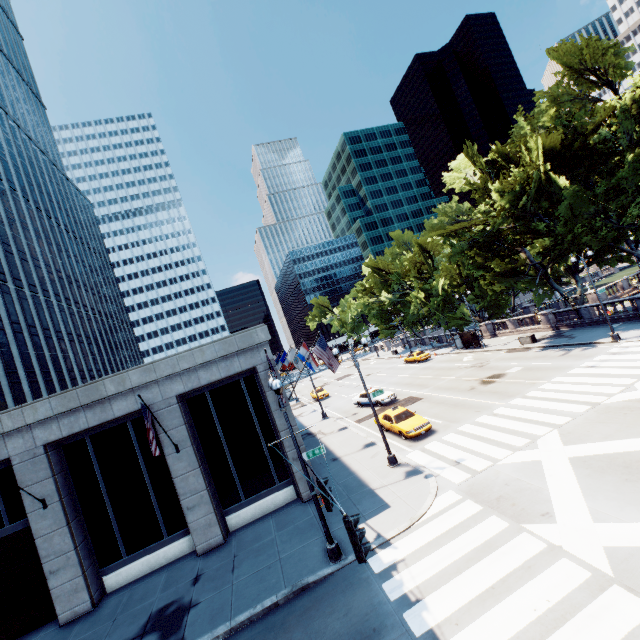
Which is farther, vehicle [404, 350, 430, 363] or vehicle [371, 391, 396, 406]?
vehicle [404, 350, 430, 363]

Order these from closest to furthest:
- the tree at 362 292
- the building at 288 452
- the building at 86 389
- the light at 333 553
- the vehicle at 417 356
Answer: the light at 333 553, the building at 86 389, the building at 288 452, the vehicle at 417 356, the tree at 362 292

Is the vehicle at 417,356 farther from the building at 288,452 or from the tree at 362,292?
the building at 288,452

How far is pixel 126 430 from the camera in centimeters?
1662cm

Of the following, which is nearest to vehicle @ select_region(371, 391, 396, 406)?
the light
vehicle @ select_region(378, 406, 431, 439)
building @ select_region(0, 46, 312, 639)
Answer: vehicle @ select_region(378, 406, 431, 439)

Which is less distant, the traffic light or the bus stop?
the traffic light

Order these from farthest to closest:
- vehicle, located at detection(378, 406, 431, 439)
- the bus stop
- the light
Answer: the bus stop, vehicle, located at detection(378, 406, 431, 439), the light

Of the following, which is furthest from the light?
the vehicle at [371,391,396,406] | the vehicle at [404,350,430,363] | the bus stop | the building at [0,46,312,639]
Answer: the vehicle at [404,350,430,363]
